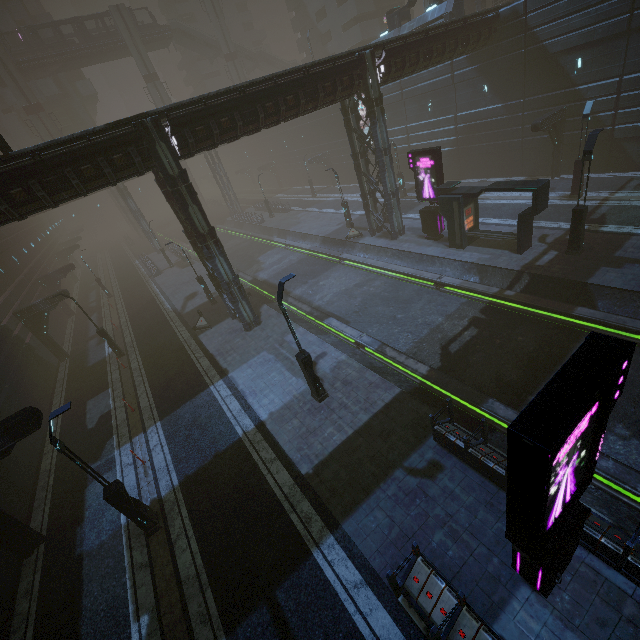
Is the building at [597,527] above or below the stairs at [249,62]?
below

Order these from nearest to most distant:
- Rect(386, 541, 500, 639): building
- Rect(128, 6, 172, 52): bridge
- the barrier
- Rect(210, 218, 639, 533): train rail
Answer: Rect(386, 541, 500, 639): building → Rect(210, 218, 639, 533): train rail → the barrier → Rect(128, 6, 172, 52): bridge

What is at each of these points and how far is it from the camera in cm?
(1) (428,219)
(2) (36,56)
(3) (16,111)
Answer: (1) sign, 2259
(2) bridge, 4300
(3) building, 5166

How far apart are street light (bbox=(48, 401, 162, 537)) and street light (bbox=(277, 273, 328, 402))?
6.6 meters

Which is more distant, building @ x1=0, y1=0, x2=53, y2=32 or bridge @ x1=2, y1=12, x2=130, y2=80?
building @ x1=0, y1=0, x2=53, y2=32

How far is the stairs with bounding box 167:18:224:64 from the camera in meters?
50.7

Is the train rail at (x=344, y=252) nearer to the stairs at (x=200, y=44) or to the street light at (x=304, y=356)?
the street light at (x=304, y=356)

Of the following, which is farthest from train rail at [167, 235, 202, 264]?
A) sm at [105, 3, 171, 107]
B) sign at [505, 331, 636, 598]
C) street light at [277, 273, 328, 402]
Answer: sm at [105, 3, 171, 107]
